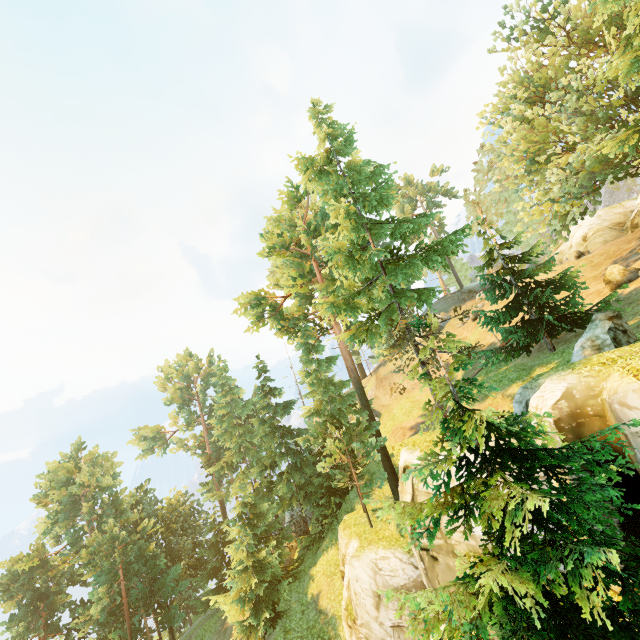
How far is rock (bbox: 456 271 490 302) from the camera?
41.0 meters

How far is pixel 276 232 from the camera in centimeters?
2588cm

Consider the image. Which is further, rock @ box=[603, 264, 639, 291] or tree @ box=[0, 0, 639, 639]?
rock @ box=[603, 264, 639, 291]

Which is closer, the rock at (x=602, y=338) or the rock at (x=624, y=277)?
the rock at (x=602, y=338)

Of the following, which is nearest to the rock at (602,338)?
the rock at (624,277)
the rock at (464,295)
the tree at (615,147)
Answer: the tree at (615,147)

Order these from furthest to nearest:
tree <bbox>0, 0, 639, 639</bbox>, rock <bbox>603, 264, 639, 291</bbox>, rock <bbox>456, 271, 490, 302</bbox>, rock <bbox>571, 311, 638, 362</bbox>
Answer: rock <bbox>456, 271, 490, 302</bbox> < rock <bbox>603, 264, 639, 291</bbox> < rock <bbox>571, 311, 638, 362</bbox> < tree <bbox>0, 0, 639, 639</bbox>

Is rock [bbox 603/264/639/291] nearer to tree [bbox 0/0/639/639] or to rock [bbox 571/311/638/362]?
tree [bbox 0/0/639/639]

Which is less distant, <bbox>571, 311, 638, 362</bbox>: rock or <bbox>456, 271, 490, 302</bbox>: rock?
<bbox>571, 311, 638, 362</bbox>: rock
